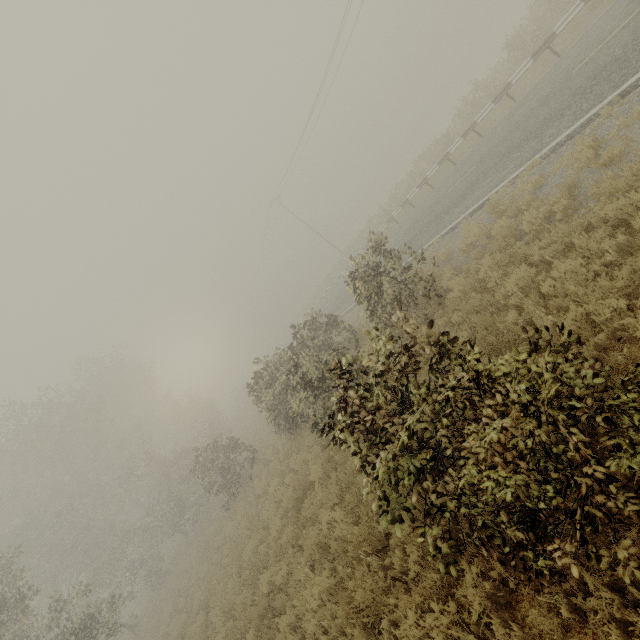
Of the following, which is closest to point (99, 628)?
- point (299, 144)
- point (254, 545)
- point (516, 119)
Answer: point (254, 545)
